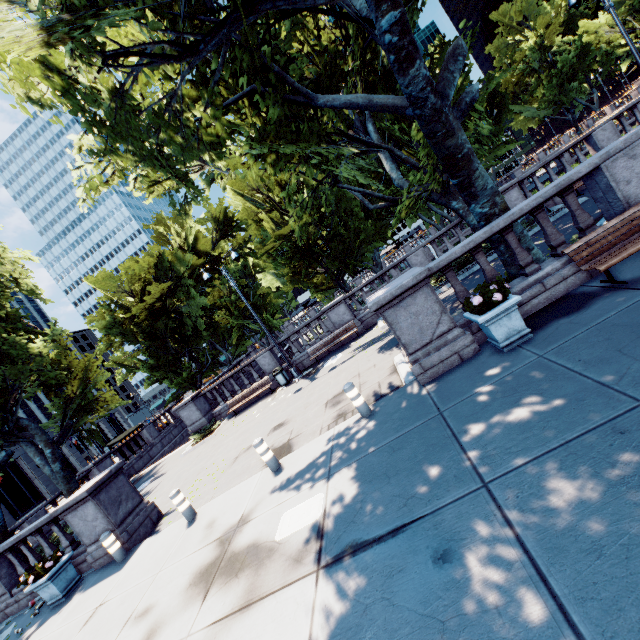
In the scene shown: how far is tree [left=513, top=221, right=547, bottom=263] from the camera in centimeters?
742cm

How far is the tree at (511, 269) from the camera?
7.6 meters

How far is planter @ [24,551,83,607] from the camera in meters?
8.4 m

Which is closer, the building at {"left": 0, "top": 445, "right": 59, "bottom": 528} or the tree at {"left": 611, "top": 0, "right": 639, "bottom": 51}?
the building at {"left": 0, "top": 445, "right": 59, "bottom": 528}

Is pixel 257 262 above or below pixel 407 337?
above

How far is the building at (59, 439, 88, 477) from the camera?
49.6m

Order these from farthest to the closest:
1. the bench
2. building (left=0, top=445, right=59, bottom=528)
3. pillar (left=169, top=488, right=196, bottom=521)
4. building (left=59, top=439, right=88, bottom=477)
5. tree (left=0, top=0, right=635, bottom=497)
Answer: building (left=59, top=439, right=88, bottom=477), building (left=0, top=445, right=59, bottom=528), pillar (left=169, top=488, right=196, bottom=521), tree (left=0, top=0, right=635, bottom=497), the bench

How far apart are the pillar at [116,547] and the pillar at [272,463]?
5.0m
